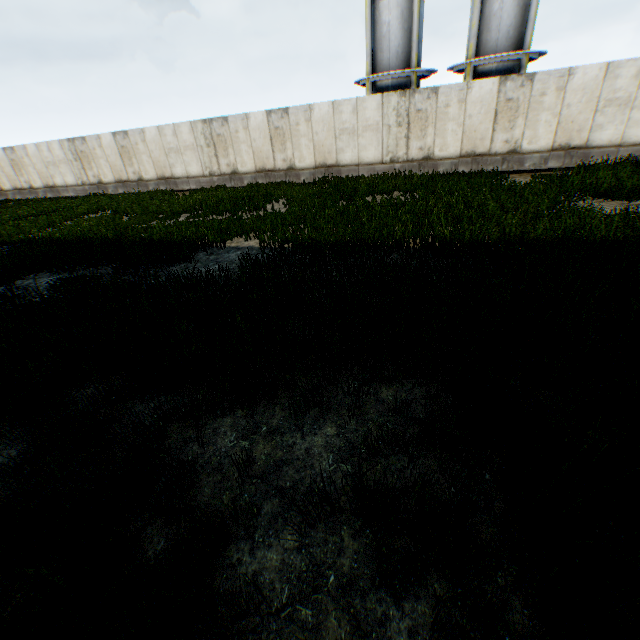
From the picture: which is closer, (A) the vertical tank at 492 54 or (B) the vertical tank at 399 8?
(A) the vertical tank at 492 54

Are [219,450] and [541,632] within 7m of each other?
yes

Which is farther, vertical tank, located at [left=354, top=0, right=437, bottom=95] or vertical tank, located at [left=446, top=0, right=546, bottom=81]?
vertical tank, located at [left=354, top=0, right=437, bottom=95]
